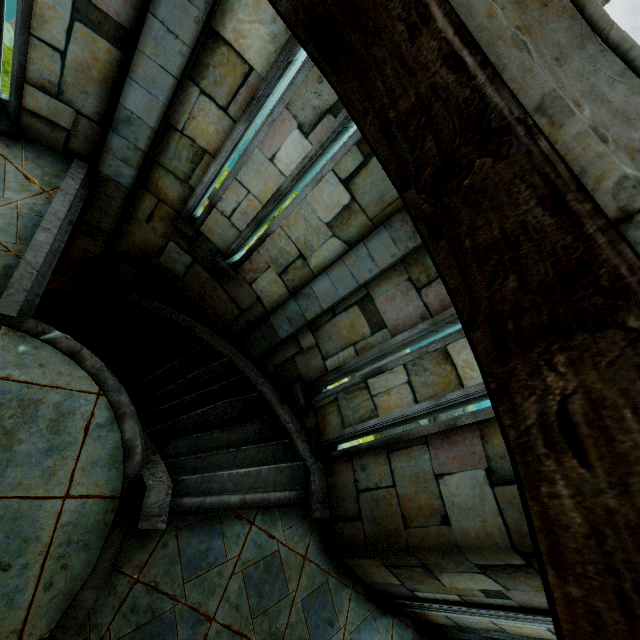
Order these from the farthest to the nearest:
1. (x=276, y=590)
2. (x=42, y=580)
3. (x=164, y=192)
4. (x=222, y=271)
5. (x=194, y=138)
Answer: (x=222, y=271)
(x=164, y=192)
(x=194, y=138)
(x=276, y=590)
(x=42, y=580)
